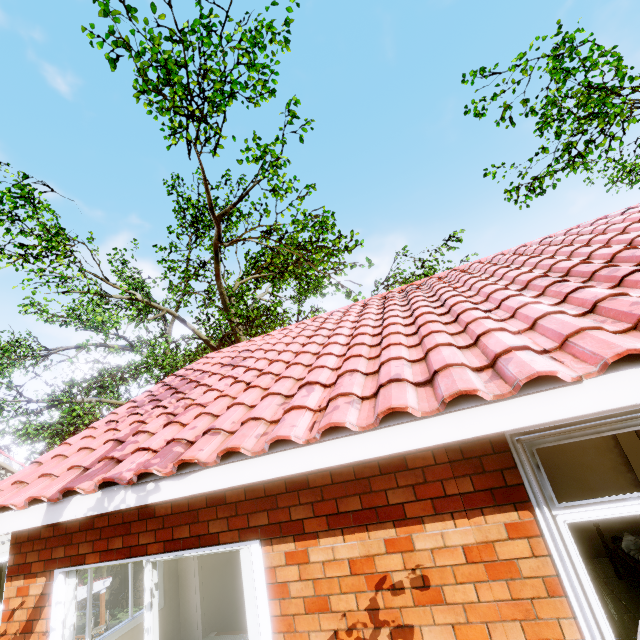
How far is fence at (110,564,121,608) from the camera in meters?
20.0 m

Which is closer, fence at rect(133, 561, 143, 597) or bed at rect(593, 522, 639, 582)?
bed at rect(593, 522, 639, 582)

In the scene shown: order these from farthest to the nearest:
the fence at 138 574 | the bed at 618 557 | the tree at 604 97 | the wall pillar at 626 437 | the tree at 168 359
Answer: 1. the fence at 138 574
2. the tree at 168 359
3. the tree at 604 97
4. the wall pillar at 626 437
5. the bed at 618 557

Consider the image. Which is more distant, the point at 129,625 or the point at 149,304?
the point at 149,304

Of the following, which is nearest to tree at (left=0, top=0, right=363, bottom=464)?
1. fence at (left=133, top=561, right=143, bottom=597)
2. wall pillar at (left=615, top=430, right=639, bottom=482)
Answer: fence at (left=133, top=561, right=143, bottom=597)

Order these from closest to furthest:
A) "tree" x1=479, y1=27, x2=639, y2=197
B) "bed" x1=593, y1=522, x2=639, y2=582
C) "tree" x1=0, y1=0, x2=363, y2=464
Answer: "bed" x1=593, y1=522, x2=639, y2=582 → "tree" x1=479, y1=27, x2=639, y2=197 → "tree" x1=0, y1=0, x2=363, y2=464

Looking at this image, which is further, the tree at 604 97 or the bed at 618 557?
the tree at 604 97
